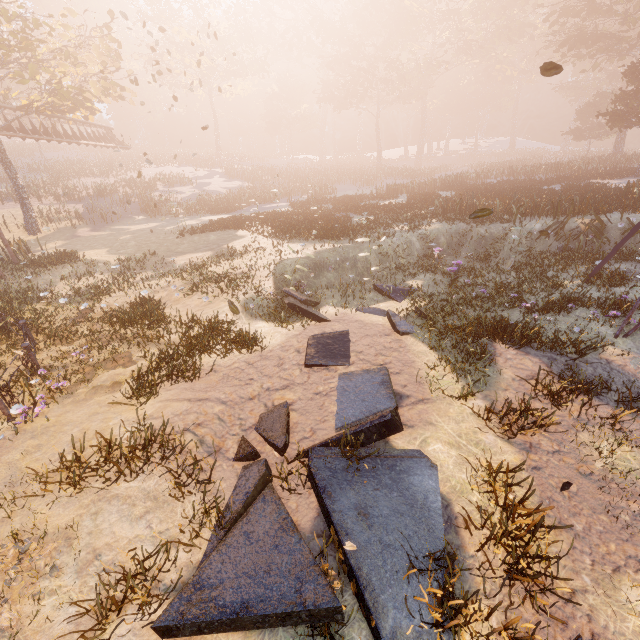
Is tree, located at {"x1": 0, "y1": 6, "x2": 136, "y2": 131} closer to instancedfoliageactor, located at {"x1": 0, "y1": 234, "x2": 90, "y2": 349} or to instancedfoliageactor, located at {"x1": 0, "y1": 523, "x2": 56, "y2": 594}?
instancedfoliageactor, located at {"x1": 0, "y1": 234, "x2": 90, "y2": 349}

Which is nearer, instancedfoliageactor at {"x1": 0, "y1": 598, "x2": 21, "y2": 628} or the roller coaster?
instancedfoliageactor at {"x1": 0, "y1": 598, "x2": 21, "y2": 628}

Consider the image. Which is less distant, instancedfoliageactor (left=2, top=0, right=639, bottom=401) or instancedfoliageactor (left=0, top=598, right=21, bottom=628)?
instancedfoliageactor (left=0, top=598, right=21, bottom=628)

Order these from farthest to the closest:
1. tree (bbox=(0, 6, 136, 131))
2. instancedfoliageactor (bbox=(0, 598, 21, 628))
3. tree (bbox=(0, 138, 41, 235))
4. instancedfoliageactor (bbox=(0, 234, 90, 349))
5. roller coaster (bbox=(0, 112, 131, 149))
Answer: roller coaster (bbox=(0, 112, 131, 149)) → tree (bbox=(0, 138, 41, 235)) → tree (bbox=(0, 6, 136, 131)) → instancedfoliageactor (bbox=(0, 234, 90, 349)) → instancedfoliageactor (bbox=(0, 598, 21, 628))

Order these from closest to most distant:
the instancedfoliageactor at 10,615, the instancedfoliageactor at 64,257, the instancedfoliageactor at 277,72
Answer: the instancedfoliageactor at 10,615, the instancedfoliageactor at 64,257, the instancedfoliageactor at 277,72

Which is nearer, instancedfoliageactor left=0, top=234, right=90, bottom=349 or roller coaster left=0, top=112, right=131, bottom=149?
instancedfoliageactor left=0, top=234, right=90, bottom=349

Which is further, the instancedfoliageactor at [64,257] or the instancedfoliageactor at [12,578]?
the instancedfoliageactor at [64,257]

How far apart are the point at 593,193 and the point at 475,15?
41.9 meters
